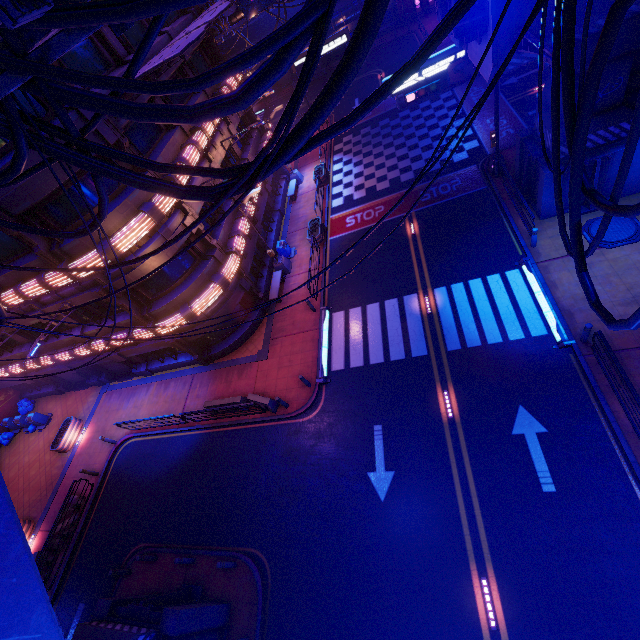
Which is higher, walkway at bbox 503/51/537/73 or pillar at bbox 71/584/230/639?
walkway at bbox 503/51/537/73

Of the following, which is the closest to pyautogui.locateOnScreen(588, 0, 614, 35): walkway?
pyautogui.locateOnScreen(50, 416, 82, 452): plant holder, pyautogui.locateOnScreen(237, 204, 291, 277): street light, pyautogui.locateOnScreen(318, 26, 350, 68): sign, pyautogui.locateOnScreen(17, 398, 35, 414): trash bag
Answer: pyautogui.locateOnScreen(237, 204, 291, 277): street light

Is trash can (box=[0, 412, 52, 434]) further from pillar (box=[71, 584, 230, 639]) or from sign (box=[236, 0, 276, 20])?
sign (box=[236, 0, 276, 20])

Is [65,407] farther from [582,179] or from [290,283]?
[582,179]

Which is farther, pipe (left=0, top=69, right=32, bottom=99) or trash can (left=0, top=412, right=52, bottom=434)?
trash can (left=0, top=412, right=52, bottom=434)

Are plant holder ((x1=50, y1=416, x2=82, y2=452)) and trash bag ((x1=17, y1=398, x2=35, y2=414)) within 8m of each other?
yes

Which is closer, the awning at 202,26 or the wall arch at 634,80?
the awning at 202,26

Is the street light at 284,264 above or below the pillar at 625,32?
below
